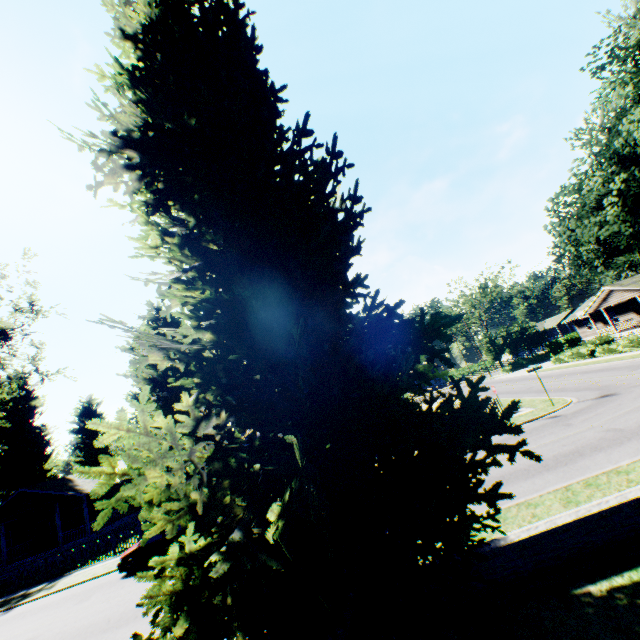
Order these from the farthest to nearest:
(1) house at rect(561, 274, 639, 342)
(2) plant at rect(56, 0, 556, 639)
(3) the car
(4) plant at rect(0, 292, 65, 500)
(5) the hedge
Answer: (1) house at rect(561, 274, 639, 342)
(5) the hedge
(3) the car
(4) plant at rect(0, 292, 65, 500)
(2) plant at rect(56, 0, 556, 639)

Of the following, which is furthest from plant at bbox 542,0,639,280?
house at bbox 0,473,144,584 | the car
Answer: the car

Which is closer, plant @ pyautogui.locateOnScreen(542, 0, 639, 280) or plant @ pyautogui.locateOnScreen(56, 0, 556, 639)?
plant @ pyautogui.locateOnScreen(56, 0, 556, 639)

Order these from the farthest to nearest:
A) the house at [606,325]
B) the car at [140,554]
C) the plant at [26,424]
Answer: the house at [606,325]
the car at [140,554]
the plant at [26,424]

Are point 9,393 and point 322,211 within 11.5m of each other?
no

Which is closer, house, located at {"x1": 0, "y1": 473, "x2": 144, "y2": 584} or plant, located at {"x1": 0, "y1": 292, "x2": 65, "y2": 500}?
plant, located at {"x1": 0, "y1": 292, "x2": 65, "y2": 500}

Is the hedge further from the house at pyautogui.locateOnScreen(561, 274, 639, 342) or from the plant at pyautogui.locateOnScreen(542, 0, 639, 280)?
the plant at pyautogui.locateOnScreen(542, 0, 639, 280)

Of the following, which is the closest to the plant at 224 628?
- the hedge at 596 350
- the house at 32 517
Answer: the house at 32 517
